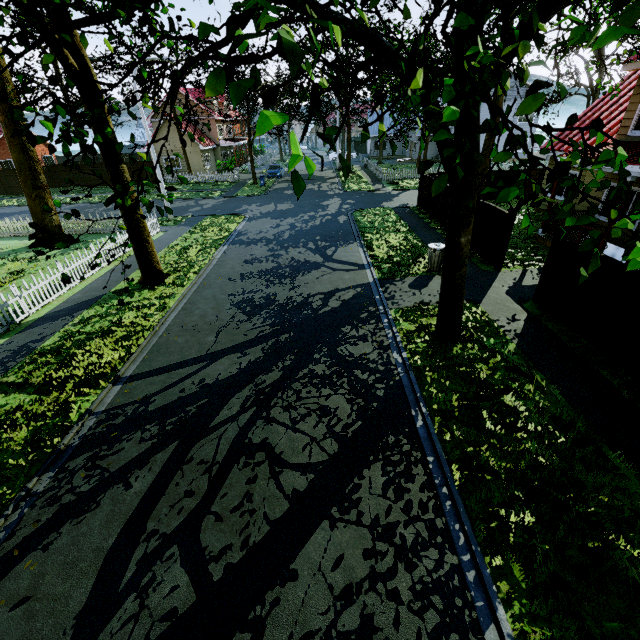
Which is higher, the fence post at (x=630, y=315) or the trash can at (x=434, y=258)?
the fence post at (x=630, y=315)

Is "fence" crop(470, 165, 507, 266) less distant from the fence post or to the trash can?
the fence post

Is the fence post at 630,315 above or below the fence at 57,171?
below

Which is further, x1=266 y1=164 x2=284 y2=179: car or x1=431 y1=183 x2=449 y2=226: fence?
x1=266 y1=164 x2=284 y2=179: car

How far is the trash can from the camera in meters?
11.8

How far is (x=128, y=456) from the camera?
5.9m

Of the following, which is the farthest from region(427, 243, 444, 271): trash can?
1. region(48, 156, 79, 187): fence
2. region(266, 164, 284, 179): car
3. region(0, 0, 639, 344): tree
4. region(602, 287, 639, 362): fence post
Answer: region(266, 164, 284, 179): car

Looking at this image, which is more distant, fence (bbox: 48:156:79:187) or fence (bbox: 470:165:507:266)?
fence (bbox: 48:156:79:187)
